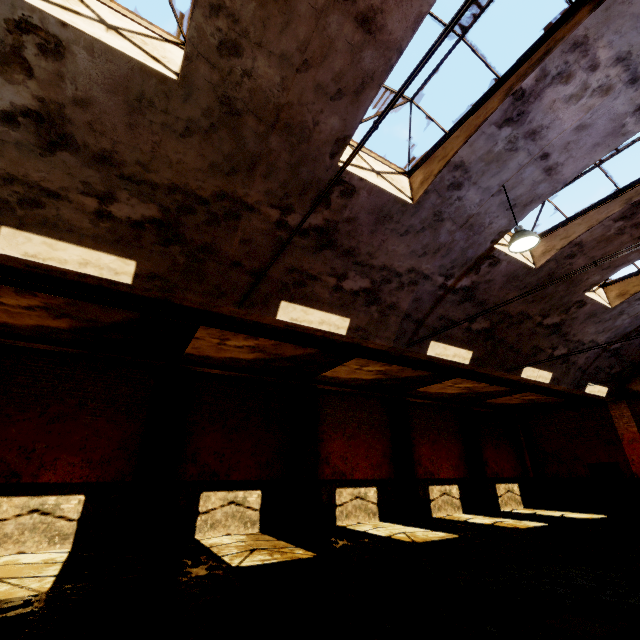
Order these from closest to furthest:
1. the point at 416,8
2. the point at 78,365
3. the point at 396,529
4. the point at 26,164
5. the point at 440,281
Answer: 1. the point at 416,8
2. the point at 26,164
3. the point at 440,281
4. the point at 78,365
5. the point at 396,529

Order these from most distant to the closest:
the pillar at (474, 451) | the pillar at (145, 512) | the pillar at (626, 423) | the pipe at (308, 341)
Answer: the pillar at (474, 451), the pillar at (626, 423), the pillar at (145, 512), the pipe at (308, 341)

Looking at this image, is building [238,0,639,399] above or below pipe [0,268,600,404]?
above

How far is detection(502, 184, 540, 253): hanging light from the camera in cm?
627

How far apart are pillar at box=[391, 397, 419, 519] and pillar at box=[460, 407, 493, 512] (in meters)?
4.22

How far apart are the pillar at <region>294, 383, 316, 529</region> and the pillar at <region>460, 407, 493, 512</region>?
9.21m

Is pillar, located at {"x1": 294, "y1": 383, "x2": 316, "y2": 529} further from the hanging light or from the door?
the door

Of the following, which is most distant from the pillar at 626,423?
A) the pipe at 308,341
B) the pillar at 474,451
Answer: the pillar at 474,451
